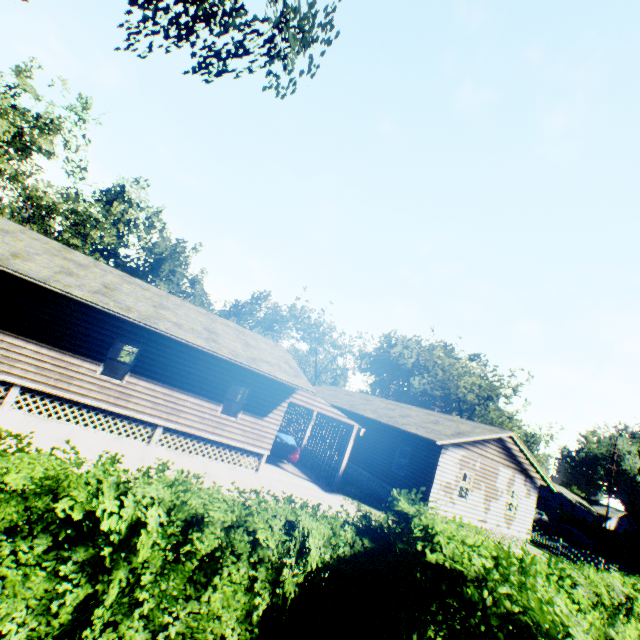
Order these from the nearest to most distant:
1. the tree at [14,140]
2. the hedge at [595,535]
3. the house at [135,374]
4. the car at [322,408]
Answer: the house at [135,374] < the car at [322,408] < the tree at [14,140] < the hedge at [595,535]

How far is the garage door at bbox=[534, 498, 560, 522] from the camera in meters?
A: 45.7 m

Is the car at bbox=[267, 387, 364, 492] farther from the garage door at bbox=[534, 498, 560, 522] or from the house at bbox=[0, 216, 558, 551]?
the garage door at bbox=[534, 498, 560, 522]

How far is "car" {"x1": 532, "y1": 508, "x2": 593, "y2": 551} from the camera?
31.7 meters

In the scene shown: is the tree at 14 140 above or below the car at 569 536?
above

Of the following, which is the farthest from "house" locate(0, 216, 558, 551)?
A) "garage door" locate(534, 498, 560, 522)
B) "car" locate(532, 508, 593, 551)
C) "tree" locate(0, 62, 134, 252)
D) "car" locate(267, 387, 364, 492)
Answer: "garage door" locate(534, 498, 560, 522)

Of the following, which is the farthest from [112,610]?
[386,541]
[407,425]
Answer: [407,425]

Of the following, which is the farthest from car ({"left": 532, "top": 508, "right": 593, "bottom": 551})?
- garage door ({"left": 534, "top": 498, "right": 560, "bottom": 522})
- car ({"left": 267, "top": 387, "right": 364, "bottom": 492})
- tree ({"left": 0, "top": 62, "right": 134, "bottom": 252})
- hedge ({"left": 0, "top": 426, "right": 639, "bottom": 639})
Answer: tree ({"left": 0, "top": 62, "right": 134, "bottom": 252})
